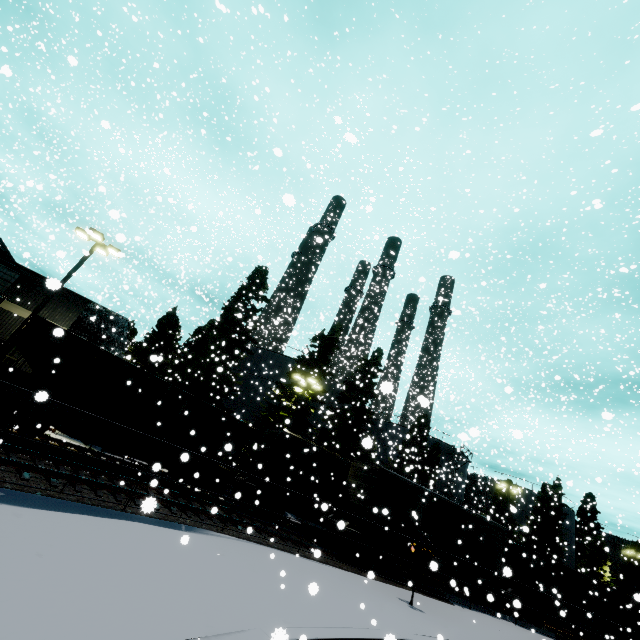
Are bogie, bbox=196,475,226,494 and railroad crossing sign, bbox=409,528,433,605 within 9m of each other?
no

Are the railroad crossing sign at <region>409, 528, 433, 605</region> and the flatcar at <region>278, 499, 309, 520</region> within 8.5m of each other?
yes

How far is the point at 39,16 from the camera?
36.3m

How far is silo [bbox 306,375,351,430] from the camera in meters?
32.7

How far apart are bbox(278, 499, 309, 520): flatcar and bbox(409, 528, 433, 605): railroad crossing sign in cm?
761

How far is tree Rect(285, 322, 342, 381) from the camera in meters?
27.6

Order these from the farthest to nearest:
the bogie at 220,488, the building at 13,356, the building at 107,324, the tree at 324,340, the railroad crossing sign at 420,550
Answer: the tree at 324,340 → the building at 107,324 → the building at 13,356 → the bogie at 220,488 → the railroad crossing sign at 420,550

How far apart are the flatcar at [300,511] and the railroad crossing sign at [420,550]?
7.61m
